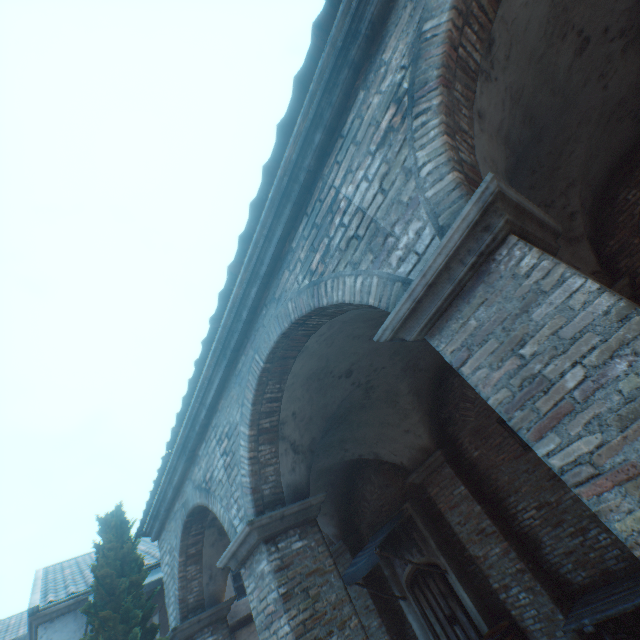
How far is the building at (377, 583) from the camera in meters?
9.5 m

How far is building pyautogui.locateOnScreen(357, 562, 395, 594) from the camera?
9.52m

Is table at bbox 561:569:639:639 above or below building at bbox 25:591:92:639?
below

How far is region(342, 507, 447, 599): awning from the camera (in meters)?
7.54

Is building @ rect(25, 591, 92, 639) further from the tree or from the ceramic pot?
the ceramic pot

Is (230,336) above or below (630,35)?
above

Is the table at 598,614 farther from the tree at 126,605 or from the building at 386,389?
the building at 386,389

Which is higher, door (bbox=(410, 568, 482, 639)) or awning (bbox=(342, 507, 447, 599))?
awning (bbox=(342, 507, 447, 599))
